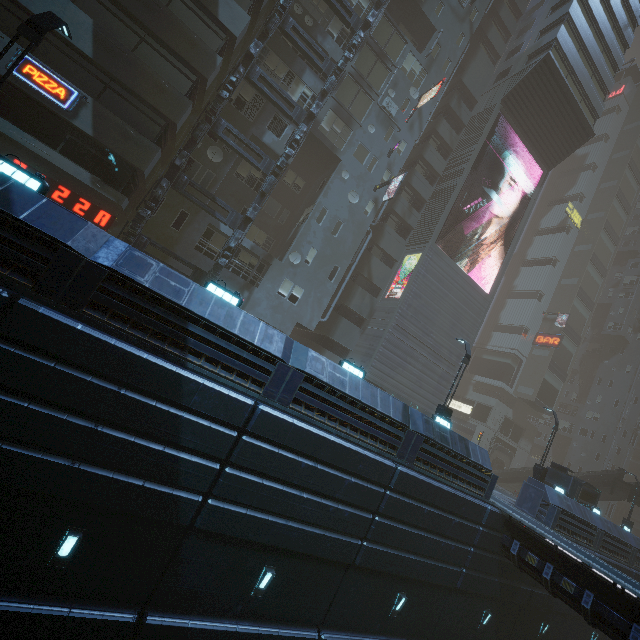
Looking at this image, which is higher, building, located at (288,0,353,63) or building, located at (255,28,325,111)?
building, located at (288,0,353,63)

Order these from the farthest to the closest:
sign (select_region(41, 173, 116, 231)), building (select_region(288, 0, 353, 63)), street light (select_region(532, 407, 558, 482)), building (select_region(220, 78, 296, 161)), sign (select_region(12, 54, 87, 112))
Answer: building (select_region(288, 0, 353, 63)) < street light (select_region(532, 407, 558, 482)) < building (select_region(220, 78, 296, 161)) < sign (select_region(41, 173, 116, 231)) < sign (select_region(12, 54, 87, 112))

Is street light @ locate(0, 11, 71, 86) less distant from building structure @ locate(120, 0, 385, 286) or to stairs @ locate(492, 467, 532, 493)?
building structure @ locate(120, 0, 385, 286)

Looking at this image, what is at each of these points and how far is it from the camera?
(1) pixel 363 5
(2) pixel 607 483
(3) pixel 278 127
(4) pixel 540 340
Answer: (1) building, 23.56m
(2) stairs, 31.23m
(3) building, 21.59m
(4) sign, 46.75m

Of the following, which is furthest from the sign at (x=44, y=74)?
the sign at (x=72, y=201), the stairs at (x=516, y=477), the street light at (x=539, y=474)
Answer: the stairs at (x=516, y=477)

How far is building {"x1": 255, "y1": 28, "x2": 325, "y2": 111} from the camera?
20.89m

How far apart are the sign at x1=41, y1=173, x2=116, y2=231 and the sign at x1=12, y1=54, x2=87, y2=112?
3.7 meters

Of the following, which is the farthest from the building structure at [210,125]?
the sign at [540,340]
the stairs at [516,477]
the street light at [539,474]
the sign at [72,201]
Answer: the sign at [540,340]
